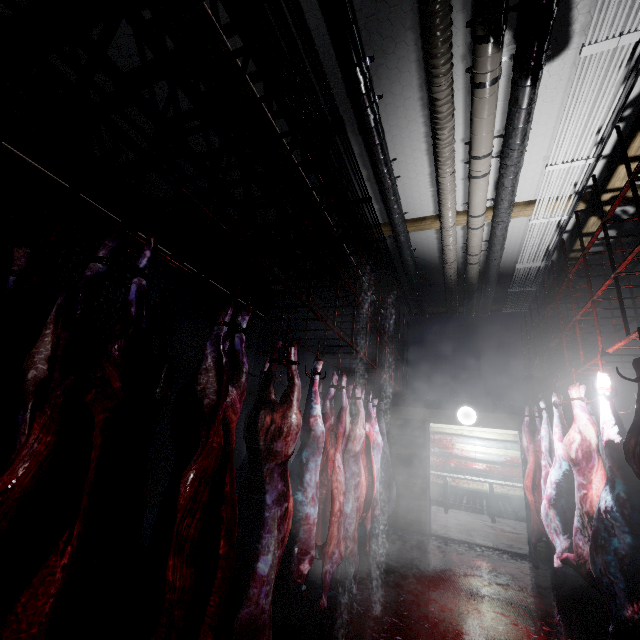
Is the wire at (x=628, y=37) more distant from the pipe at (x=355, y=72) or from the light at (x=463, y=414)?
the light at (x=463, y=414)

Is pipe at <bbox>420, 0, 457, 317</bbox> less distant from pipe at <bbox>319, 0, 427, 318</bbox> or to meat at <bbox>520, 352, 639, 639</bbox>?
pipe at <bbox>319, 0, 427, 318</bbox>

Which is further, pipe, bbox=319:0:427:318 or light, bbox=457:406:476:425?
light, bbox=457:406:476:425

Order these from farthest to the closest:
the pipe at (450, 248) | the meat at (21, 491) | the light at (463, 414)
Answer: the light at (463, 414), the pipe at (450, 248), the meat at (21, 491)

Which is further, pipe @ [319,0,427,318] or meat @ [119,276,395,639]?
pipe @ [319,0,427,318]

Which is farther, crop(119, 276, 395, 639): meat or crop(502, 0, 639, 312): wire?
crop(502, 0, 639, 312): wire

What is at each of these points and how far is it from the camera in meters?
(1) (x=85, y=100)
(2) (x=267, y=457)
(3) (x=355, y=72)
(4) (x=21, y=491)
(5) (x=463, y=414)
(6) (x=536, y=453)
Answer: (1) rig, 0.9
(2) meat, 1.9
(3) pipe, 2.4
(4) meat, 0.8
(5) light, 5.7
(6) meat, 4.7

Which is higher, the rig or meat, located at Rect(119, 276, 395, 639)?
the rig
